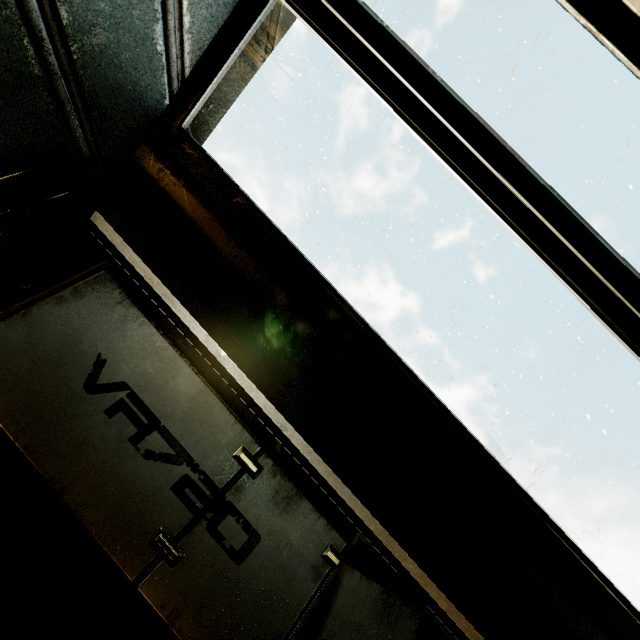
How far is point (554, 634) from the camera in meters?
1.2 m
